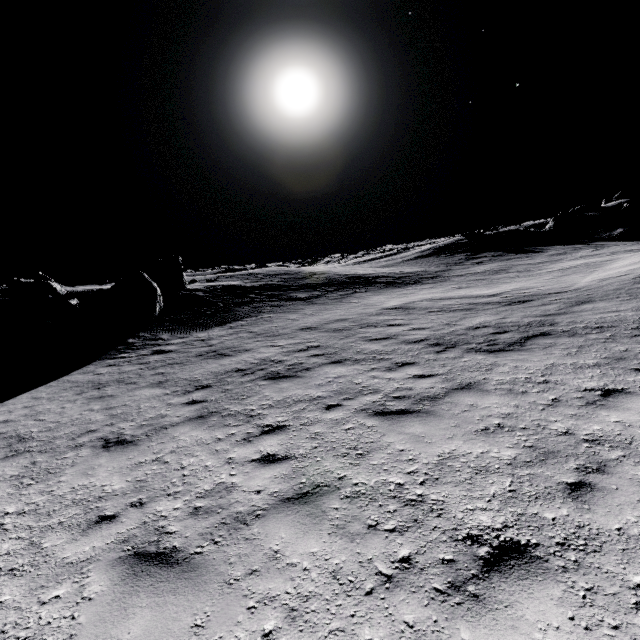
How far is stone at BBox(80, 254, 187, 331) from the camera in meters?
18.9

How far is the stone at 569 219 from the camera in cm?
3981

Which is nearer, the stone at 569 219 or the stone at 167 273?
the stone at 167 273

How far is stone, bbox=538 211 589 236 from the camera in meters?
39.8 m

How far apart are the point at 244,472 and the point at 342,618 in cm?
264

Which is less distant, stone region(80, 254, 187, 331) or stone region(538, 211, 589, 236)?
stone region(80, 254, 187, 331)
